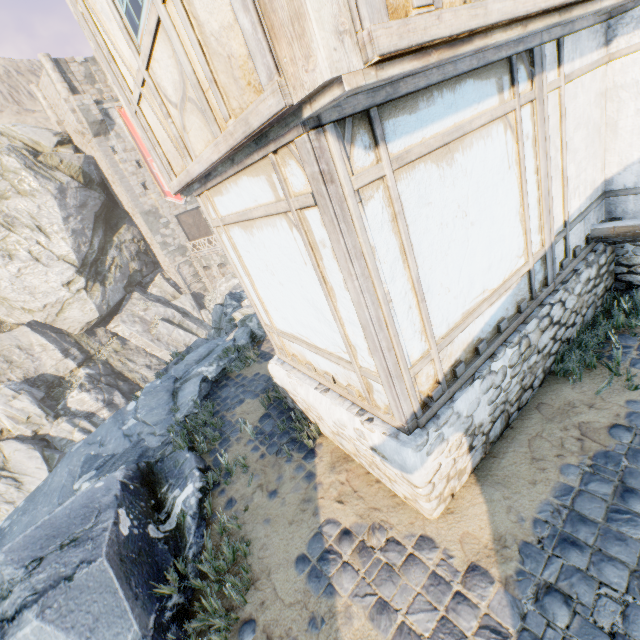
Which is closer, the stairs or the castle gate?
the stairs

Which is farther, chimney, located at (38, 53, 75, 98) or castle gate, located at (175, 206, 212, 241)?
castle gate, located at (175, 206, 212, 241)

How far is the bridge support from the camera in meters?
30.3 m

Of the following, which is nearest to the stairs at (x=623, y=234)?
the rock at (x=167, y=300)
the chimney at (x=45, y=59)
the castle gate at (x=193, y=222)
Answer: A: the rock at (x=167, y=300)

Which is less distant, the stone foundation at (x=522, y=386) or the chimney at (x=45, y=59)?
the stone foundation at (x=522, y=386)

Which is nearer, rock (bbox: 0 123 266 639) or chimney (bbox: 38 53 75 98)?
rock (bbox: 0 123 266 639)

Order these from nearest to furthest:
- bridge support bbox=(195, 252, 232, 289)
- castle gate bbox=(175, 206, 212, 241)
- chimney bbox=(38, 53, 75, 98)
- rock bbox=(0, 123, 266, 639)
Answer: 1. rock bbox=(0, 123, 266, 639)
2. chimney bbox=(38, 53, 75, 98)
3. bridge support bbox=(195, 252, 232, 289)
4. castle gate bbox=(175, 206, 212, 241)

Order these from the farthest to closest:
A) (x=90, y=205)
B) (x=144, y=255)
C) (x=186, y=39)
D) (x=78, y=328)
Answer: (x=144, y=255) → (x=90, y=205) → (x=78, y=328) → (x=186, y=39)
